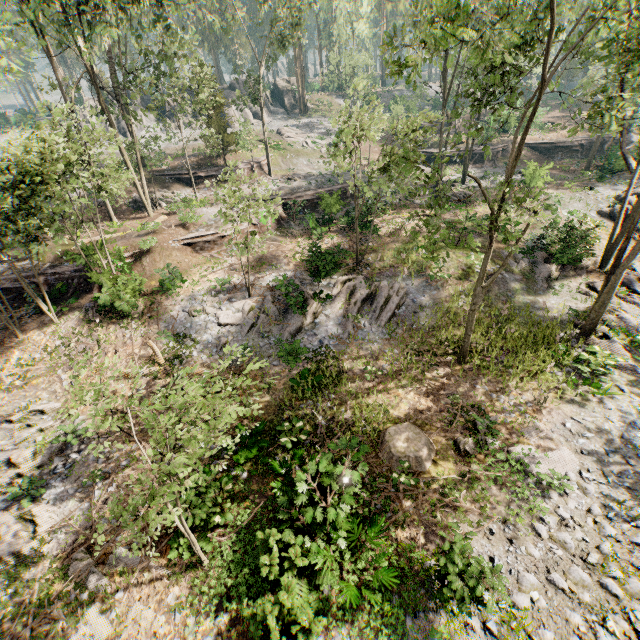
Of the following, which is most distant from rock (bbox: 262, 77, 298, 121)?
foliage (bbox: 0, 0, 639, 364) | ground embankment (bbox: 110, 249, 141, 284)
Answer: ground embankment (bbox: 110, 249, 141, 284)

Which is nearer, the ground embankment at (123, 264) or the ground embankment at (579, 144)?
the ground embankment at (123, 264)

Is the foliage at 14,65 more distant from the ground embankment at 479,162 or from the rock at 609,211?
the ground embankment at 479,162

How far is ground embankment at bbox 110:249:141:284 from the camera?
18.3m

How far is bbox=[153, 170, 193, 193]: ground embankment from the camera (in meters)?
32.34

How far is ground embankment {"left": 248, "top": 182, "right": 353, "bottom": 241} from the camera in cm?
2462

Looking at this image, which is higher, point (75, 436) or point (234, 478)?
point (75, 436)

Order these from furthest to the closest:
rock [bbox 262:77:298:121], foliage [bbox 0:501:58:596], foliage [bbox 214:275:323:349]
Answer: rock [bbox 262:77:298:121] < foliage [bbox 214:275:323:349] < foliage [bbox 0:501:58:596]
